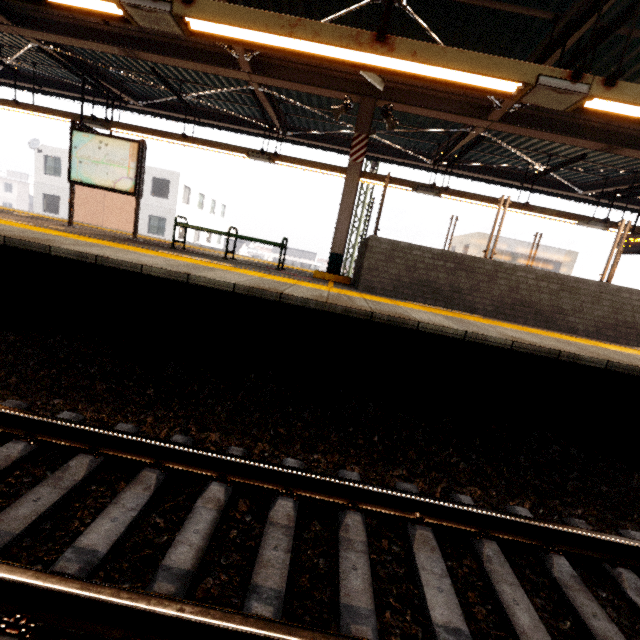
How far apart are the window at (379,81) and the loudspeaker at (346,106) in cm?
90

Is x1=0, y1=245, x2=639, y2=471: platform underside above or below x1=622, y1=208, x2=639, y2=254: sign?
below

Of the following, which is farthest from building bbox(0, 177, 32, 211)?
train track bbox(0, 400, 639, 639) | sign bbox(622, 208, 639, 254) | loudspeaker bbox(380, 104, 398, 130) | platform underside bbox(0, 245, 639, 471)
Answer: sign bbox(622, 208, 639, 254)

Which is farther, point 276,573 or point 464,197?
point 464,197

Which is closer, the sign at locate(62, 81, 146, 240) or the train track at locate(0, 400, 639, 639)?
the train track at locate(0, 400, 639, 639)

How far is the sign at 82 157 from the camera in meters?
6.7 m

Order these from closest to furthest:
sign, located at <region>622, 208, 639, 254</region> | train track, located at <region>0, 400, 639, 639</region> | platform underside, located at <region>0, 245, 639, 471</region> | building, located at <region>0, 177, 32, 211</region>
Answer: train track, located at <region>0, 400, 639, 639</region>
platform underside, located at <region>0, 245, 639, 471</region>
sign, located at <region>622, 208, 639, 254</region>
building, located at <region>0, 177, 32, 211</region>

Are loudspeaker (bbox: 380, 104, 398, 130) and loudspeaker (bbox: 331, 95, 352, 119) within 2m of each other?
yes
